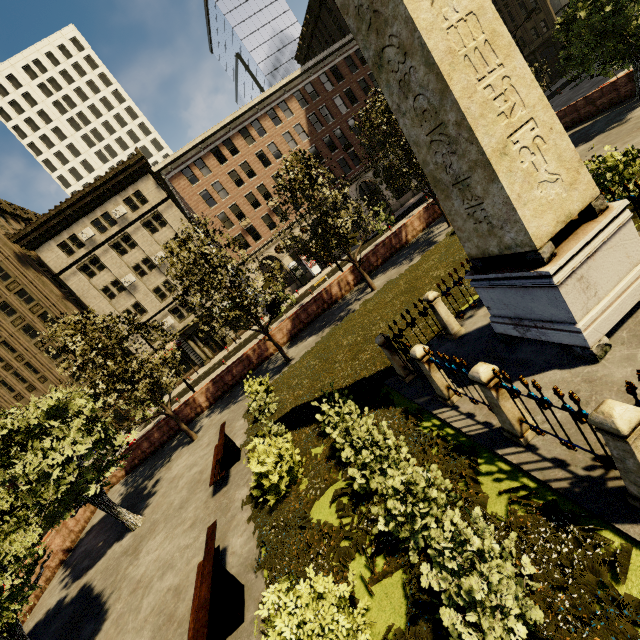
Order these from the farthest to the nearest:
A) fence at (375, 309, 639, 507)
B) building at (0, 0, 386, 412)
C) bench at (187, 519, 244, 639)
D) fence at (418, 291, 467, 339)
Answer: building at (0, 0, 386, 412) < fence at (418, 291, 467, 339) < bench at (187, 519, 244, 639) < fence at (375, 309, 639, 507)

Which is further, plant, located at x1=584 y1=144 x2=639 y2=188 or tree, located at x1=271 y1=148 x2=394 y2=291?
tree, located at x1=271 y1=148 x2=394 y2=291

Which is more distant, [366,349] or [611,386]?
[366,349]

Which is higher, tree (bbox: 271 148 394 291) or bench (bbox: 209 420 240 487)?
tree (bbox: 271 148 394 291)

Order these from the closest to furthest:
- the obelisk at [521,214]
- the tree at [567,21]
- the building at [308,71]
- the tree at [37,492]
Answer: the obelisk at [521,214]
the tree at [37,492]
the tree at [567,21]
the building at [308,71]

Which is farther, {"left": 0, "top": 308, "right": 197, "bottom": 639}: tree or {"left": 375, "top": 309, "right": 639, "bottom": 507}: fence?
{"left": 0, "top": 308, "right": 197, "bottom": 639}: tree

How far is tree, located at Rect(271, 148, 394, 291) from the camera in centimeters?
1451cm

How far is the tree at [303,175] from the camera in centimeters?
1451cm
